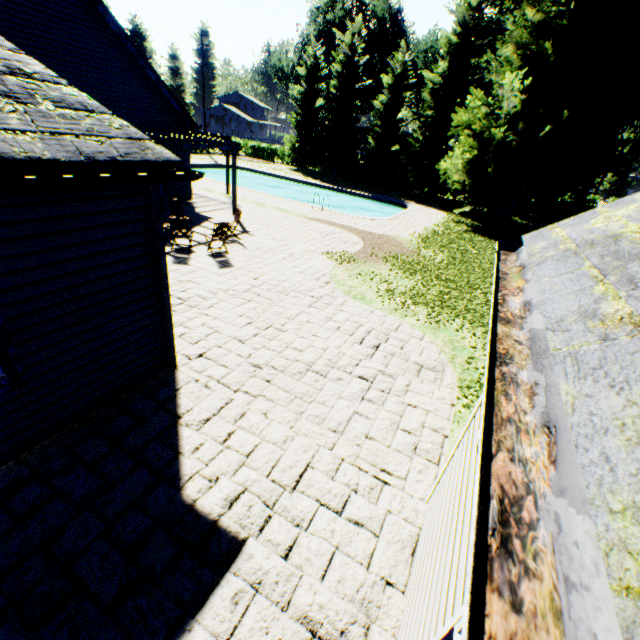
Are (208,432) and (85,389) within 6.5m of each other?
yes

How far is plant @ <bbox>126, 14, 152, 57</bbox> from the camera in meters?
51.0

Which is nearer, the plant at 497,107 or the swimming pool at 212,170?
the plant at 497,107

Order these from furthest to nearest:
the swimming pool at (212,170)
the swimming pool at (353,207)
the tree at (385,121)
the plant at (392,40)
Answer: the plant at (392,40), the swimming pool at (212,170), the tree at (385,121), the swimming pool at (353,207)

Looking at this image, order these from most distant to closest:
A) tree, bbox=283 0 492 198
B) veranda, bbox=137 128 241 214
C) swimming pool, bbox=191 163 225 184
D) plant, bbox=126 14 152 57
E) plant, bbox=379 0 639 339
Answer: plant, bbox=126 14 152 57 < swimming pool, bbox=191 163 225 184 < tree, bbox=283 0 492 198 < plant, bbox=379 0 639 339 < veranda, bbox=137 128 241 214

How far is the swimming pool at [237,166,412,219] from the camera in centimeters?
2601cm

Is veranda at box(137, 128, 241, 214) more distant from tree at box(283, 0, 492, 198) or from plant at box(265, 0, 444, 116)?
tree at box(283, 0, 492, 198)
